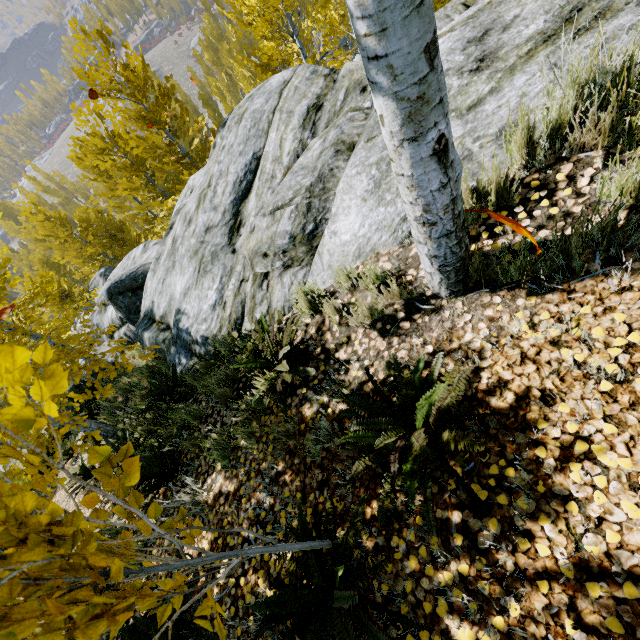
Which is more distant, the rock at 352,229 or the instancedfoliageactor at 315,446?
the rock at 352,229

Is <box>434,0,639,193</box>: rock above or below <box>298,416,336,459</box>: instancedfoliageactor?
above

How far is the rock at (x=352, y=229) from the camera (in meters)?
3.66

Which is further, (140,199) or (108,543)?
(140,199)

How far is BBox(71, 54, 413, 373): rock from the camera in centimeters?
366cm

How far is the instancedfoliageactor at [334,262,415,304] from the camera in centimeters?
266cm

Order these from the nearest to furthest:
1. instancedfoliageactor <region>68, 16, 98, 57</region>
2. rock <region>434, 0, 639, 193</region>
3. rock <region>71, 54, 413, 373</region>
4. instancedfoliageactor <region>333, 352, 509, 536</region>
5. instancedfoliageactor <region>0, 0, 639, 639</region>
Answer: instancedfoliageactor <region>0, 0, 639, 639</region>, instancedfoliageactor <region>333, 352, 509, 536</region>, rock <region>434, 0, 639, 193</region>, rock <region>71, 54, 413, 373</region>, instancedfoliageactor <region>68, 16, 98, 57</region>
